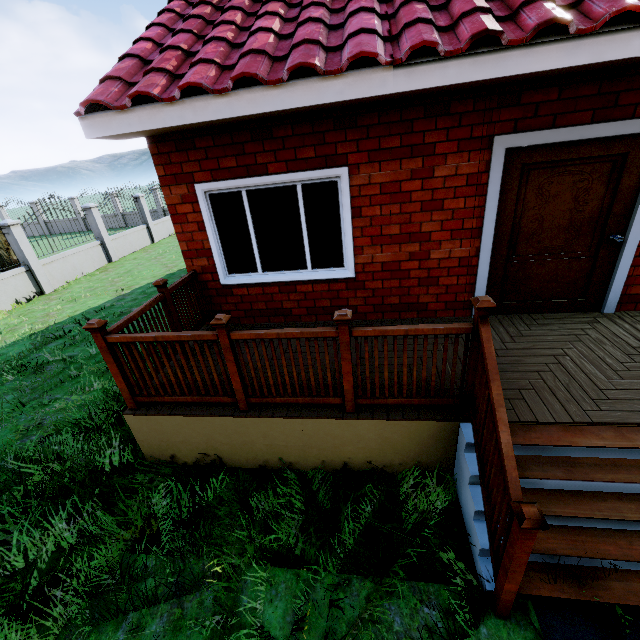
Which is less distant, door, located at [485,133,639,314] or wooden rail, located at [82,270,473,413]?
wooden rail, located at [82,270,473,413]

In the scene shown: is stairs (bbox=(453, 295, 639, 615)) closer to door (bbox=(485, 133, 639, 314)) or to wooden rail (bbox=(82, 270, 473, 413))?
wooden rail (bbox=(82, 270, 473, 413))

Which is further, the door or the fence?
the fence

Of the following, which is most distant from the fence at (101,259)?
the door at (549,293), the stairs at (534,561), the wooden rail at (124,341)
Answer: the door at (549,293)

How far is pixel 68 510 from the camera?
3.4 meters

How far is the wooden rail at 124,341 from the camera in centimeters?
272cm

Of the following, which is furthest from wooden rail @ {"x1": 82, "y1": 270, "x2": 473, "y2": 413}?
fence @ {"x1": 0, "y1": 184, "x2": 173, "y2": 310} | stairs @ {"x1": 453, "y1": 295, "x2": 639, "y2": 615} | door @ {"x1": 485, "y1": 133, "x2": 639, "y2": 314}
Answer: fence @ {"x1": 0, "y1": 184, "x2": 173, "y2": 310}

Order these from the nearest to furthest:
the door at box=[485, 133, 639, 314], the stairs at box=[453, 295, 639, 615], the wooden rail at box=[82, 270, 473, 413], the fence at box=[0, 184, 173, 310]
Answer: the stairs at box=[453, 295, 639, 615] < the wooden rail at box=[82, 270, 473, 413] < the door at box=[485, 133, 639, 314] < the fence at box=[0, 184, 173, 310]
